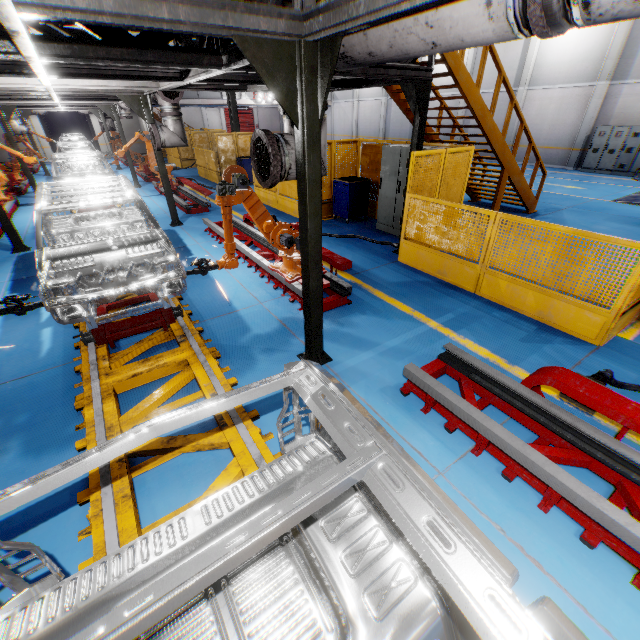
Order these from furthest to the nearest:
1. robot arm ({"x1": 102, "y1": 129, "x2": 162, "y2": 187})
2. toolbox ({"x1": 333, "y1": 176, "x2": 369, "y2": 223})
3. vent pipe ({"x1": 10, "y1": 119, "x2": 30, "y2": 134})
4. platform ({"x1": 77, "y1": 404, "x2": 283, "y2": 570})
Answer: vent pipe ({"x1": 10, "y1": 119, "x2": 30, "y2": 134}) < robot arm ({"x1": 102, "y1": 129, "x2": 162, "y2": 187}) < toolbox ({"x1": 333, "y1": 176, "x2": 369, "y2": 223}) < platform ({"x1": 77, "y1": 404, "x2": 283, "y2": 570})

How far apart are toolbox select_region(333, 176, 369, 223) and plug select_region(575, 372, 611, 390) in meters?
7.7 m

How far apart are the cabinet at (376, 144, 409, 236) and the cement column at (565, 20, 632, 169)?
16.2m

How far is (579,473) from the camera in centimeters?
302cm

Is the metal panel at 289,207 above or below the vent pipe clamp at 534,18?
below

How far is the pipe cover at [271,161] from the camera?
3.3m

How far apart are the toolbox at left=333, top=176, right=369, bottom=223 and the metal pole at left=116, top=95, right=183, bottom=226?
4.8m

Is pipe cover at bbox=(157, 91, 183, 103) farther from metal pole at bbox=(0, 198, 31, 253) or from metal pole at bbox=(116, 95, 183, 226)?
metal pole at bbox=(0, 198, 31, 253)
